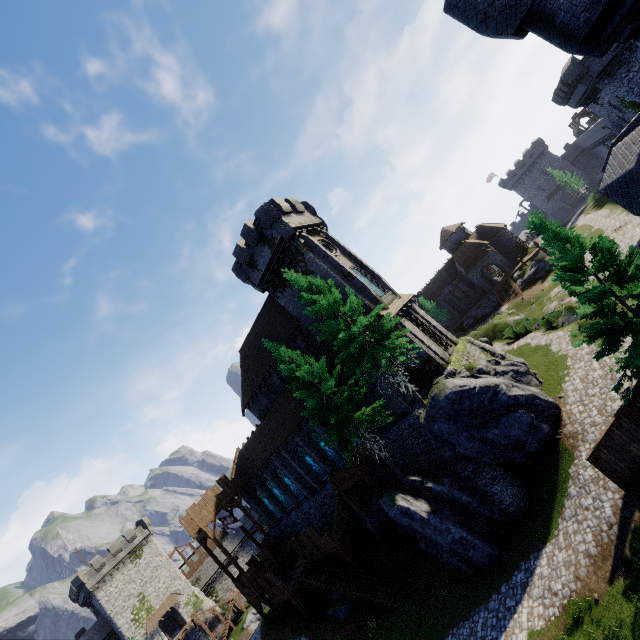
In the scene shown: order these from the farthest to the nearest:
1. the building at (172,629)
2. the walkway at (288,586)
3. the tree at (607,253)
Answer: the building at (172,629)
the walkway at (288,586)
the tree at (607,253)

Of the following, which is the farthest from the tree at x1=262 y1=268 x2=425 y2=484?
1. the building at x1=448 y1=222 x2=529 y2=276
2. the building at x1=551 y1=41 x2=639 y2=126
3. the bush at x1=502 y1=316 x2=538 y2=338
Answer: the building at x1=448 y1=222 x2=529 y2=276

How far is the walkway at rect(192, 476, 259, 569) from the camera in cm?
3081

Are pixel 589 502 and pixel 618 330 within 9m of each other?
yes

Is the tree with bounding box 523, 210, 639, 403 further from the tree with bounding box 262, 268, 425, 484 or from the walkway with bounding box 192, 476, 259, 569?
the walkway with bounding box 192, 476, 259, 569

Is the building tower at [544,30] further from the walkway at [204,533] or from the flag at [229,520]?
the flag at [229,520]

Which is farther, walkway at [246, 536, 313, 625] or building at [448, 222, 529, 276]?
building at [448, 222, 529, 276]

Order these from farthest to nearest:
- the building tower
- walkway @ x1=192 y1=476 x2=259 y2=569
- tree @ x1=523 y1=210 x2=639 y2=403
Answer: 1. walkway @ x1=192 y1=476 x2=259 y2=569
2. tree @ x1=523 y1=210 x2=639 y2=403
3. the building tower
